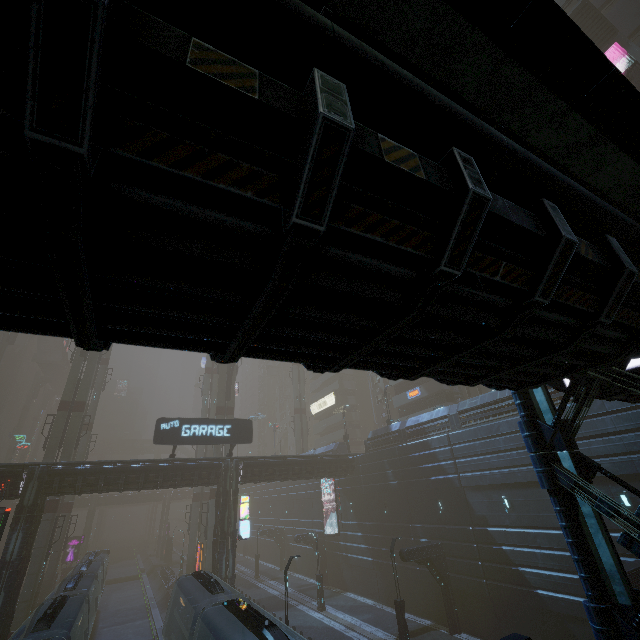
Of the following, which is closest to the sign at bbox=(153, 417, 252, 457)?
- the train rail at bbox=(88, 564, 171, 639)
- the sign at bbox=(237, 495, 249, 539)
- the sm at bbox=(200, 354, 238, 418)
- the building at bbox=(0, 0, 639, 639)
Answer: the building at bbox=(0, 0, 639, 639)

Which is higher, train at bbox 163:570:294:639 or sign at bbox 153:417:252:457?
sign at bbox 153:417:252:457

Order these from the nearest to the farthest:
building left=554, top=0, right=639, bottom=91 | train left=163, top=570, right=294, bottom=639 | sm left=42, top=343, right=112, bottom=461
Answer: train left=163, top=570, right=294, bottom=639 → building left=554, top=0, right=639, bottom=91 → sm left=42, top=343, right=112, bottom=461

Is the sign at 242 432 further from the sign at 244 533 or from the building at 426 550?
the sign at 244 533

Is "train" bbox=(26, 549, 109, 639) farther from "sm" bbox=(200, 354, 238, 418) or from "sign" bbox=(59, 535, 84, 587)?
"sign" bbox=(59, 535, 84, 587)

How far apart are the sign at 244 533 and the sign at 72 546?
39.7 meters

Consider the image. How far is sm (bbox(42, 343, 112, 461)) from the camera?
31.25m

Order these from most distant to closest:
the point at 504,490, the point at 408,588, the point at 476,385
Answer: the point at 408,588 < the point at 504,490 < the point at 476,385
